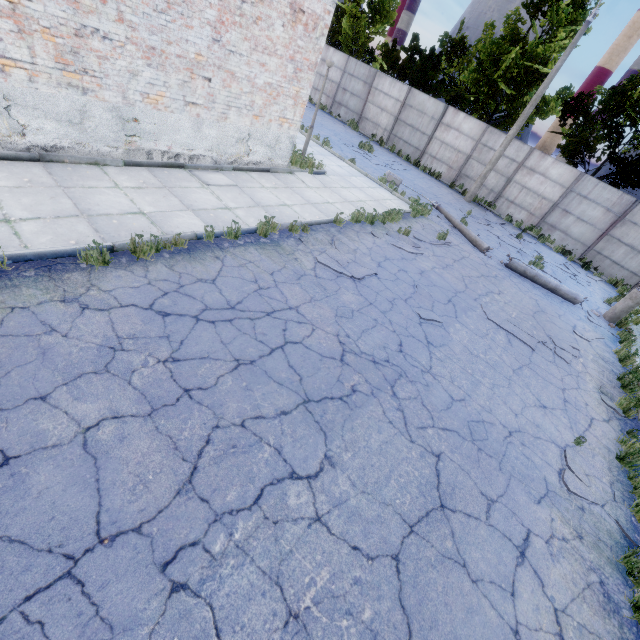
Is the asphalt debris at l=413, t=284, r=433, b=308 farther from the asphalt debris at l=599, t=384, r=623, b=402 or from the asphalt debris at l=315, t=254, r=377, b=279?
the asphalt debris at l=599, t=384, r=623, b=402

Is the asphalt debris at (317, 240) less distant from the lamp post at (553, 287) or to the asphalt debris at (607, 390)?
the asphalt debris at (607, 390)

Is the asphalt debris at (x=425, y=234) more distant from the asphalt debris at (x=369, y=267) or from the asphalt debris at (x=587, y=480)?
the asphalt debris at (x=587, y=480)

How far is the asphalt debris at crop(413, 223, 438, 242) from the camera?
11.2m

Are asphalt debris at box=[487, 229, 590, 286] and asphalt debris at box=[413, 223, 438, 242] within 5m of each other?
no

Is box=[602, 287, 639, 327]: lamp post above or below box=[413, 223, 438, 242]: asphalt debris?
above

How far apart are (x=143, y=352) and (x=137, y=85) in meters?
6.2

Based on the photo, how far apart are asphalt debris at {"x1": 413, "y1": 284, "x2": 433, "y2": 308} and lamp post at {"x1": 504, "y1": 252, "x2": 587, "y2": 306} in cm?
612
